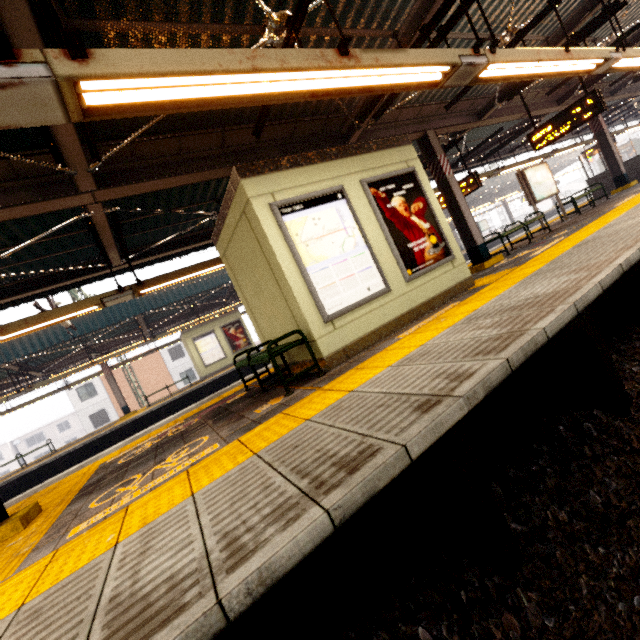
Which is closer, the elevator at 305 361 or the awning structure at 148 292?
the awning structure at 148 292

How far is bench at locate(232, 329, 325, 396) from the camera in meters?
4.0 m

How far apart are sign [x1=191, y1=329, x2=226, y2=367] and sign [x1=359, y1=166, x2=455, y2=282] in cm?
1500

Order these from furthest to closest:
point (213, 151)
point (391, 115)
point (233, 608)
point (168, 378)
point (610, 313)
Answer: point (168, 378) → point (391, 115) → point (213, 151) → point (610, 313) → point (233, 608)

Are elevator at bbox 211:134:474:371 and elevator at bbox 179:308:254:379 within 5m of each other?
no

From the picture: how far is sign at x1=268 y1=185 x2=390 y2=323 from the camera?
4.4m

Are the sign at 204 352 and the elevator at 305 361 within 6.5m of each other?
no

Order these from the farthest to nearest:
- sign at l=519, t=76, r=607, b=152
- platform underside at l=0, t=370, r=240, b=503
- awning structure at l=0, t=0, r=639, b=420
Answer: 1. platform underside at l=0, t=370, r=240, b=503
2. sign at l=519, t=76, r=607, b=152
3. awning structure at l=0, t=0, r=639, b=420
